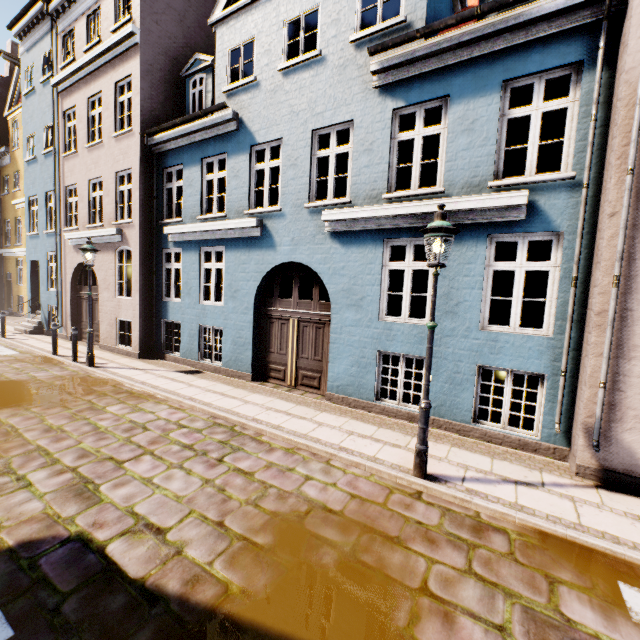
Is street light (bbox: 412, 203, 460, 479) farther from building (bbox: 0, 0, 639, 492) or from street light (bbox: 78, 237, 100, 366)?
street light (bbox: 78, 237, 100, 366)

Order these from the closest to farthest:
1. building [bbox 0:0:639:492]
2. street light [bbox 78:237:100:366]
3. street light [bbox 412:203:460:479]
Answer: street light [bbox 412:203:460:479], building [bbox 0:0:639:492], street light [bbox 78:237:100:366]

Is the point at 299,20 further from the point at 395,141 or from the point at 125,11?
the point at 395,141

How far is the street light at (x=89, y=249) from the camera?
9.4m

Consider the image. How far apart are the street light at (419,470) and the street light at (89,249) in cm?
952

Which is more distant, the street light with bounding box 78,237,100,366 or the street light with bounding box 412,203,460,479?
the street light with bounding box 78,237,100,366

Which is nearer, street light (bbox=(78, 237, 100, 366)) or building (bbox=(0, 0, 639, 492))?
building (bbox=(0, 0, 639, 492))

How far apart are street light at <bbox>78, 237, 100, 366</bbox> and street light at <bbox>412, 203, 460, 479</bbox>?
9.52m
